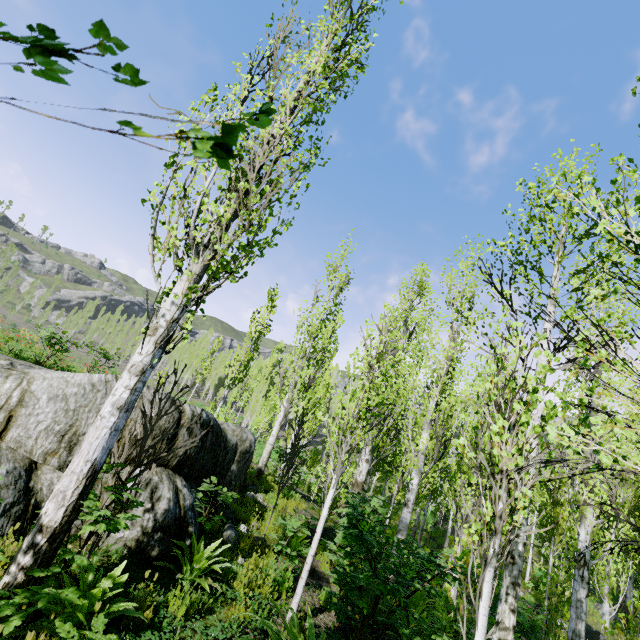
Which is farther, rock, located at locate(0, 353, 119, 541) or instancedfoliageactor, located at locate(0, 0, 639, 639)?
rock, located at locate(0, 353, 119, 541)

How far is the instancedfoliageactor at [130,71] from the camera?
0.7 meters

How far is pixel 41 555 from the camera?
3.00m

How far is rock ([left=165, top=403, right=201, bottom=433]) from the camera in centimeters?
539cm

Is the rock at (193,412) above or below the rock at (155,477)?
above

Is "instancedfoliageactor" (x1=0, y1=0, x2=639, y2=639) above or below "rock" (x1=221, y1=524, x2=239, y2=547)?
above
